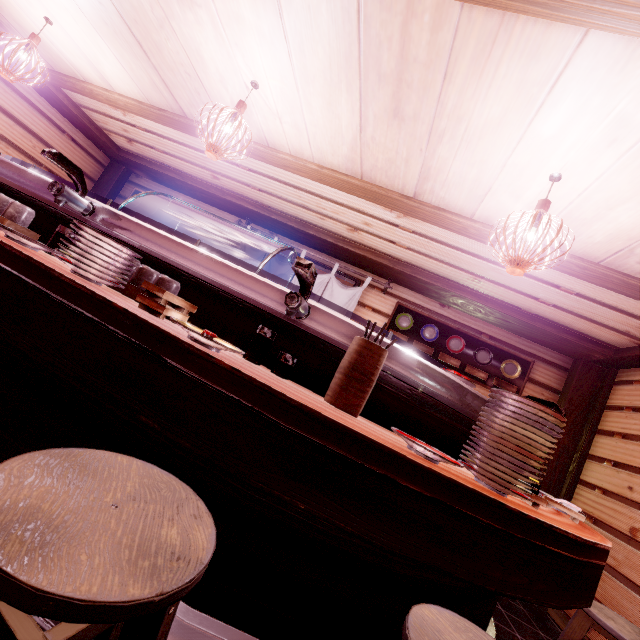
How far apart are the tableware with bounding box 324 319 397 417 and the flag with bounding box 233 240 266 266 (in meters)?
5.78

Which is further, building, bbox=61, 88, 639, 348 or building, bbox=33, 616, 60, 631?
building, bbox=61, 88, 639, 348

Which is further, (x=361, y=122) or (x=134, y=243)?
(x=361, y=122)

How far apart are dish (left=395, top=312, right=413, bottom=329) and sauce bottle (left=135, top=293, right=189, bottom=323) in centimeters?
704cm

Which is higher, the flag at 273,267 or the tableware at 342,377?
the flag at 273,267

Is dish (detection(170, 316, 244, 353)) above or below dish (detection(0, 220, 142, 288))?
below

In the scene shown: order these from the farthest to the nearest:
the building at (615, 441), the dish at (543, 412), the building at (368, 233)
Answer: the building at (368, 233) < the building at (615, 441) < the dish at (543, 412)

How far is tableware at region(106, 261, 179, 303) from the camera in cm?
277
